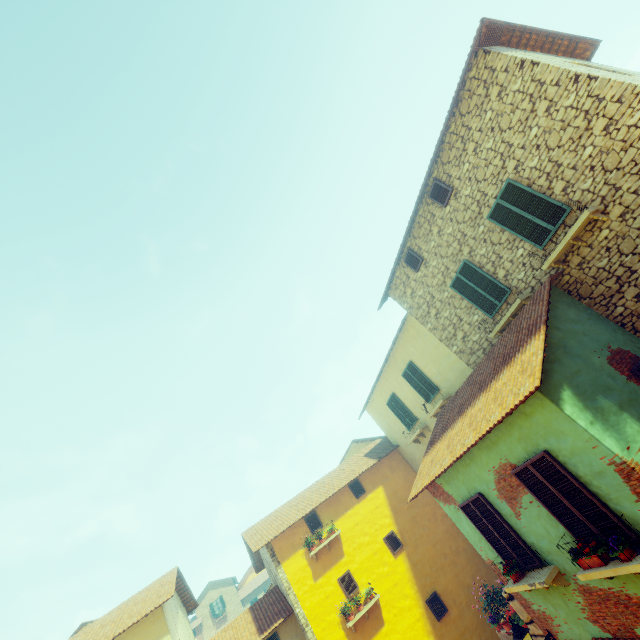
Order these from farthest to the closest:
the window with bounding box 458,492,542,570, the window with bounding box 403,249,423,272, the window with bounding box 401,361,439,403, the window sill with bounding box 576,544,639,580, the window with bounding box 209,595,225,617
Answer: the window with bounding box 209,595,225,617 → the window with bounding box 401,361,439,403 → the window with bounding box 403,249,423,272 → the window with bounding box 458,492,542,570 → the window sill with bounding box 576,544,639,580

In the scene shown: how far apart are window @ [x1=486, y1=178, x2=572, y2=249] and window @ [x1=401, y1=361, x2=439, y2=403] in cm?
652

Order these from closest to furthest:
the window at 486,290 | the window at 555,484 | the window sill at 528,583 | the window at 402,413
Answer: the window at 555,484 → the window sill at 528,583 → the window at 486,290 → the window at 402,413

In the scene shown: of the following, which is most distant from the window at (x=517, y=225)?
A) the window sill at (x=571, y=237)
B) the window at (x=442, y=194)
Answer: the window at (x=442, y=194)

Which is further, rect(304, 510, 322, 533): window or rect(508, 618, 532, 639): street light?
rect(304, 510, 322, 533): window

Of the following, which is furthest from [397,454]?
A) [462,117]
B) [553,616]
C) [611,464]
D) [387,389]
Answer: [462,117]

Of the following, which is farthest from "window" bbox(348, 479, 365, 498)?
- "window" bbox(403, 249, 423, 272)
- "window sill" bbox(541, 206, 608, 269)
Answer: "window" bbox(403, 249, 423, 272)

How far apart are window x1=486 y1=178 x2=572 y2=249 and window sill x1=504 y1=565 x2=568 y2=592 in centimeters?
699cm
